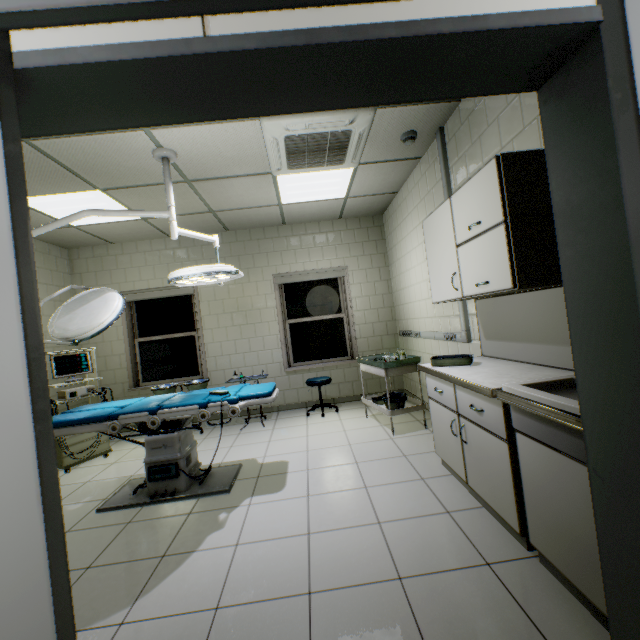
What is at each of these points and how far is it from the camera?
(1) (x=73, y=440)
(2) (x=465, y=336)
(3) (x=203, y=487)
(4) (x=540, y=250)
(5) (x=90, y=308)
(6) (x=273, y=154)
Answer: (1) health monitor, 4.0 meters
(2) cable duct, 3.2 meters
(3) operating table, 3.1 meters
(4) cabinet, 1.9 meters
(5) lamp, 2.8 meters
(6) air conditioning vent, 3.3 meters

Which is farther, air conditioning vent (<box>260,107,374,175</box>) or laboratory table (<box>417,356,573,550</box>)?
air conditioning vent (<box>260,107,374,175</box>)

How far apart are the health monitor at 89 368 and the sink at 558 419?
4.9m

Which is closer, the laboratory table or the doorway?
the doorway

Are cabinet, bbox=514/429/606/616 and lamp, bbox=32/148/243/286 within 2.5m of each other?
no

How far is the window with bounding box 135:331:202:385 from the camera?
5.73m

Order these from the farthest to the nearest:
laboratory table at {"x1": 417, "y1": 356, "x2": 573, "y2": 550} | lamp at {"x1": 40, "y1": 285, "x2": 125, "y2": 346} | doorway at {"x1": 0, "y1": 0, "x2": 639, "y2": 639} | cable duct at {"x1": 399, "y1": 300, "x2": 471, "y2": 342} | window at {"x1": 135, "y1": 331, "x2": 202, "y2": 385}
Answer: window at {"x1": 135, "y1": 331, "x2": 202, "y2": 385}, cable duct at {"x1": 399, "y1": 300, "x2": 471, "y2": 342}, lamp at {"x1": 40, "y1": 285, "x2": 125, "y2": 346}, laboratory table at {"x1": 417, "y1": 356, "x2": 573, "y2": 550}, doorway at {"x1": 0, "y1": 0, "x2": 639, "y2": 639}

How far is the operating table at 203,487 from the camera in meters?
2.8 m
